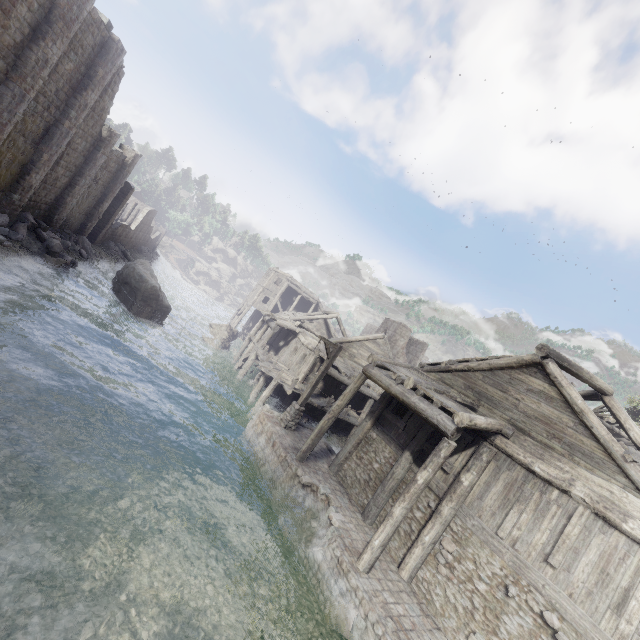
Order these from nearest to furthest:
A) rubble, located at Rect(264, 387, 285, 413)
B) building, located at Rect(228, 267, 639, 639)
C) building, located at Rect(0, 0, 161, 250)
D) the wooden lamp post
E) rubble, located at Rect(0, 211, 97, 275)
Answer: building, located at Rect(228, 267, 639, 639) < building, located at Rect(0, 0, 161, 250) < the wooden lamp post < rubble, located at Rect(0, 211, 97, 275) < rubble, located at Rect(264, 387, 285, 413)

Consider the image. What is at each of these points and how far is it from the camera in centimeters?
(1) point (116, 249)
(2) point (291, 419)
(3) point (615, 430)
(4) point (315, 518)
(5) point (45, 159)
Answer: (1) rubble, 3781cm
(2) wooden lamp post, 1547cm
(3) wooden plank rubble, 1645cm
(4) building base, 1162cm
(5) building, 1920cm

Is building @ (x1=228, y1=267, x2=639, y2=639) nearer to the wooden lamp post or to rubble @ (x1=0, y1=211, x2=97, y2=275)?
rubble @ (x1=0, y1=211, x2=97, y2=275)

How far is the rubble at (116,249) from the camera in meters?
36.5

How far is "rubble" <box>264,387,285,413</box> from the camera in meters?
21.8 m

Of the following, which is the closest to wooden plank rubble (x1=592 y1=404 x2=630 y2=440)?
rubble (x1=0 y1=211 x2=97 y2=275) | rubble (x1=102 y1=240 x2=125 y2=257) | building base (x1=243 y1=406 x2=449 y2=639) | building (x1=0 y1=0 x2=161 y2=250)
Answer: building (x1=0 y1=0 x2=161 y2=250)

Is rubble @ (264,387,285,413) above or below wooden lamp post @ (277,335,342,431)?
below

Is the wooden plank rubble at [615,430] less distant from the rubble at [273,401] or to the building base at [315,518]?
the building base at [315,518]
